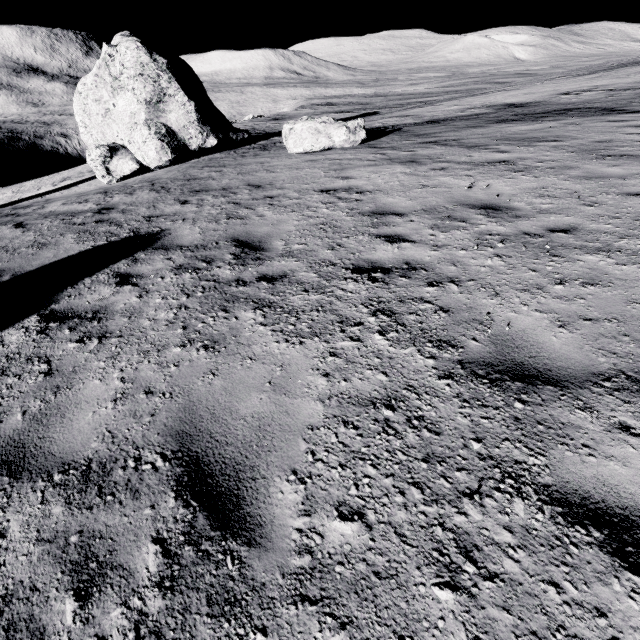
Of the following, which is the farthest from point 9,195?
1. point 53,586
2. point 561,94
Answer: point 561,94

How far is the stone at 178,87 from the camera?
15.0 meters

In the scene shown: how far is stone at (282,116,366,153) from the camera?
12.05m

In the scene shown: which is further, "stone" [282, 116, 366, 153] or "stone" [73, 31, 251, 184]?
"stone" [73, 31, 251, 184]

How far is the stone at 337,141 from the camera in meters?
12.1 m

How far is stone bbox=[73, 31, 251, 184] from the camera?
15.0 meters
